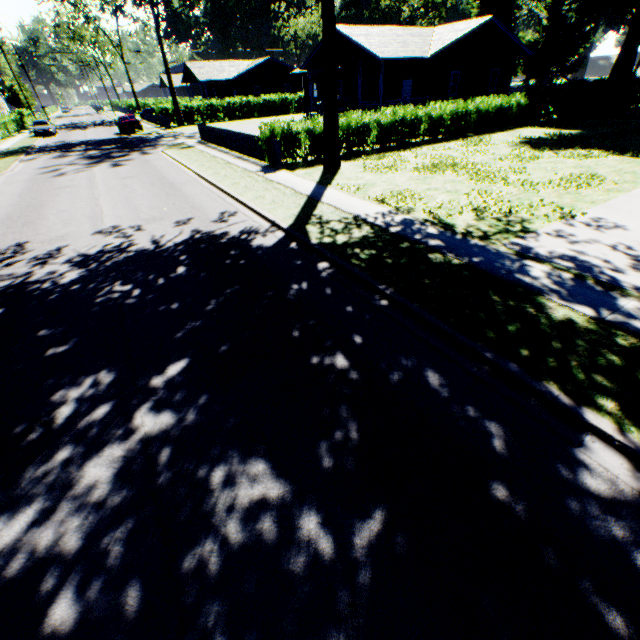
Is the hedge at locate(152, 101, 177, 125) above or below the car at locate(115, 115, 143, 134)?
above

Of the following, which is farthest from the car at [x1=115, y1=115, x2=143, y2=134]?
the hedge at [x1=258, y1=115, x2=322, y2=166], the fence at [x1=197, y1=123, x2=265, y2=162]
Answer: the hedge at [x1=258, y1=115, x2=322, y2=166]

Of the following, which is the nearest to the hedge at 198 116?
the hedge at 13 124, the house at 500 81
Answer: the house at 500 81

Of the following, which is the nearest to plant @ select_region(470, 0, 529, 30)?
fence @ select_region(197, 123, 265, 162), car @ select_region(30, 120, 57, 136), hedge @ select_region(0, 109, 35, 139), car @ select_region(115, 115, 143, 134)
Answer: hedge @ select_region(0, 109, 35, 139)

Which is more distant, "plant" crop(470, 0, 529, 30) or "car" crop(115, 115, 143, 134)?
"plant" crop(470, 0, 529, 30)

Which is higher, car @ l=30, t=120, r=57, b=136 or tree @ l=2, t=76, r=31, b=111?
tree @ l=2, t=76, r=31, b=111

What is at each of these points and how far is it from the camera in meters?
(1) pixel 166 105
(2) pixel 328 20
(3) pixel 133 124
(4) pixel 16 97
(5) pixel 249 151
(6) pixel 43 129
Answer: (1) hedge, 38.6 m
(2) tree, 12.3 m
(3) car, 33.9 m
(4) tree, 54.4 m
(5) fence, 18.4 m
(6) car, 36.0 m

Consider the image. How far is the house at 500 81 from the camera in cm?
2327
